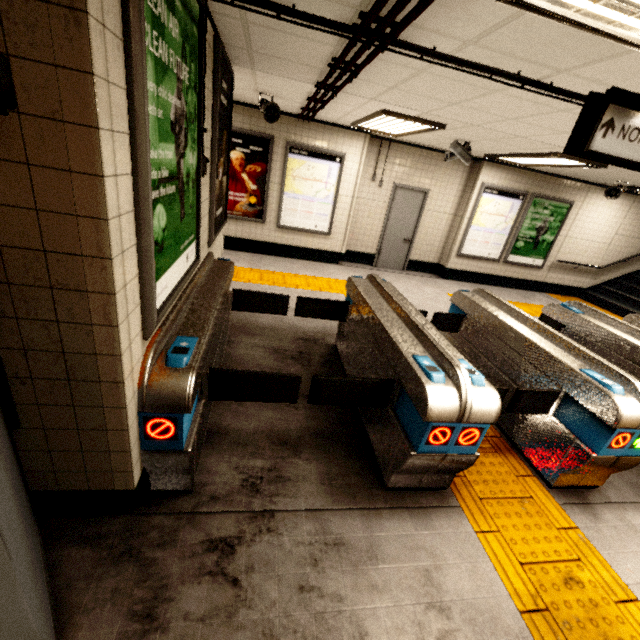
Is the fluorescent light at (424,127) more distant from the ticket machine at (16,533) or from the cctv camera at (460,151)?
the ticket machine at (16,533)

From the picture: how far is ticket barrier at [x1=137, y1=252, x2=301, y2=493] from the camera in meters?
1.7 m

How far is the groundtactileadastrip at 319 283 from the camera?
6.0 meters

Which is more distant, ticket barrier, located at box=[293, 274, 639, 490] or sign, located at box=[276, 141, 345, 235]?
sign, located at box=[276, 141, 345, 235]

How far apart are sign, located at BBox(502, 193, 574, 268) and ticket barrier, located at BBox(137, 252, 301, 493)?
7.44m

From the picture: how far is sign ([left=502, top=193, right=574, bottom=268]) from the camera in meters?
8.1 m

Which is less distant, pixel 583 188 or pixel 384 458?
pixel 384 458

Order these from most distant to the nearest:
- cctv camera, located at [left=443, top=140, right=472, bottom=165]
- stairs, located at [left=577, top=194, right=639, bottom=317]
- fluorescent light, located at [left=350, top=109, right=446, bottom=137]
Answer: Answer: stairs, located at [left=577, top=194, right=639, bottom=317] → cctv camera, located at [left=443, top=140, right=472, bottom=165] → fluorescent light, located at [left=350, top=109, right=446, bottom=137]
